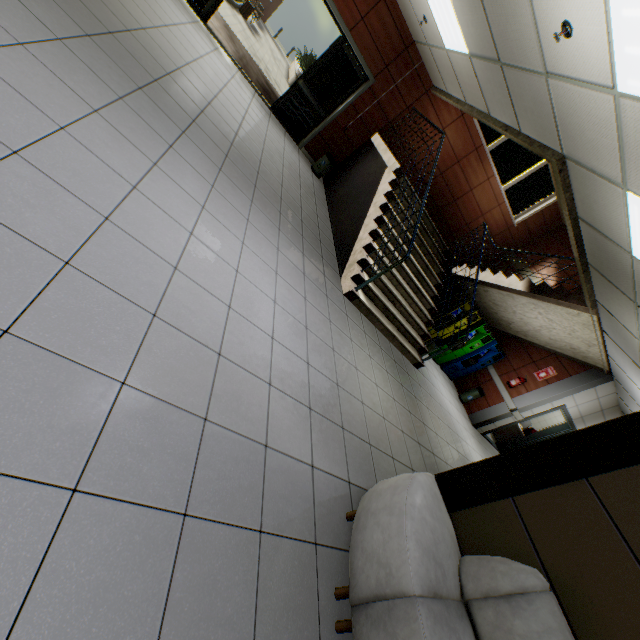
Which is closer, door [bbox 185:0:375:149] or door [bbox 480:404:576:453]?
door [bbox 185:0:375:149]

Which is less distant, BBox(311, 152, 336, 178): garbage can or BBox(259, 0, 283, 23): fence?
BBox(311, 152, 336, 178): garbage can

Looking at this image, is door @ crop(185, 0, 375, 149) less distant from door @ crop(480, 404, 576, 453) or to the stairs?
the stairs

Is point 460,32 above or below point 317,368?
above

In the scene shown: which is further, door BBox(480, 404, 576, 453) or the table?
the table

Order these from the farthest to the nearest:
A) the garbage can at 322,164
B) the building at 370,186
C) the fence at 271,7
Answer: the fence at 271,7, the garbage can at 322,164, the building at 370,186

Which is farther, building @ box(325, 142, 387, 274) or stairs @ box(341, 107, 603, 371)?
building @ box(325, 142, 387, 274)

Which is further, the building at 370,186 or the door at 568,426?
the door at 568,426
